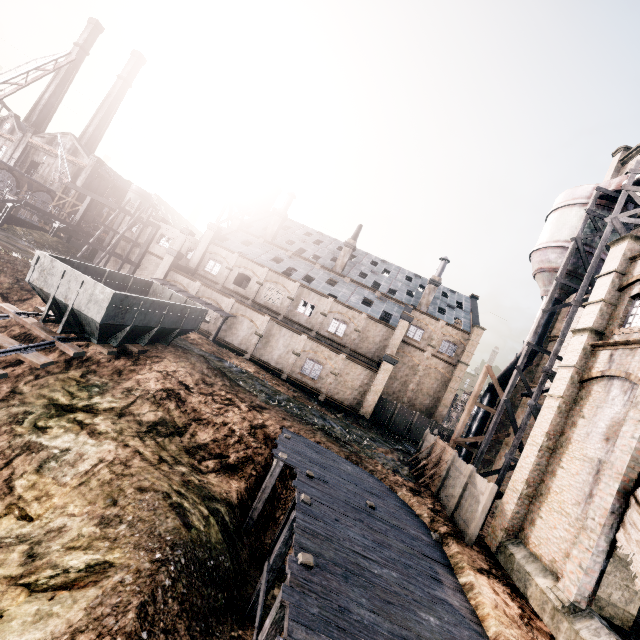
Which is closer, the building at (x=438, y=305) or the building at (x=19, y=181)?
the building at (x=438, y=305)

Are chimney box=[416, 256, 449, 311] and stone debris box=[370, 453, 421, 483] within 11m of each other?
no

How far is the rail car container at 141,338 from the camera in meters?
15.0 m

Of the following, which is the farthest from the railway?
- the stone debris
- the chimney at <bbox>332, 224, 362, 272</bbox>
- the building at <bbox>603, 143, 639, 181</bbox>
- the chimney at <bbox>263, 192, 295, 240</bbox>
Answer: the chimney at <bbox>332, 224, 362, 272</bbox>

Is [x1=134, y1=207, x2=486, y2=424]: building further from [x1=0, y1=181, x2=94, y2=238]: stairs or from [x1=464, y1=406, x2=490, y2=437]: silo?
[x1=464, y1=406, x2=490, y2=437]: silo

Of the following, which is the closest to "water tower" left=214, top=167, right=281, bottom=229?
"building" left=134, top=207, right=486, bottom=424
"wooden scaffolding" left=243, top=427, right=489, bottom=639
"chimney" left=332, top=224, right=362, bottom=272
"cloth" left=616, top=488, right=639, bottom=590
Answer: "building" left=134, top=207, right=486, bottom=424

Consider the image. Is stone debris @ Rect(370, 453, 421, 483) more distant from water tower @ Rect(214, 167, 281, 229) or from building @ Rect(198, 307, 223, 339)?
water tower @ Rect(214, 167, 281, 229)

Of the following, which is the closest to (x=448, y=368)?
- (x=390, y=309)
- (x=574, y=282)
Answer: (x=390, y=309)
